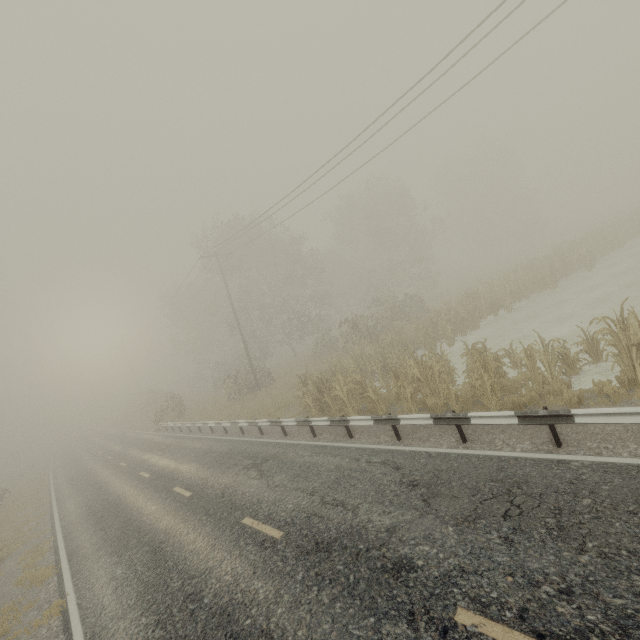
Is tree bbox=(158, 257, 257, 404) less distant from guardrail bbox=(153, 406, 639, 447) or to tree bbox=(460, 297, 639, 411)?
guardrail bbox=(153, 406, 639, 447)

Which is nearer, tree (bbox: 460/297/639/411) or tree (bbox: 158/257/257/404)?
tree (bbox: 460/297/639/411)

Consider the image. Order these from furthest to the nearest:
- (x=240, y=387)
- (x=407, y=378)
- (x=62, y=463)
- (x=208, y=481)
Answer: (x=62, y=463) → (x=240, y=387) → (x=407, y=378) → (x=208, y=481)

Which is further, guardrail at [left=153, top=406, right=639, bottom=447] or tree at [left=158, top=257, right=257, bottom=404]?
tree at [left=158, top=257, right=257, bottom=404]

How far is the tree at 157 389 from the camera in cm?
2862

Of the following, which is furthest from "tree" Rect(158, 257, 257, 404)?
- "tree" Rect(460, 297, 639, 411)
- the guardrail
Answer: "tree" Rect(460, 297, 639, 411)

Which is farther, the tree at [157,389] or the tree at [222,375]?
the tree at [157,389]
